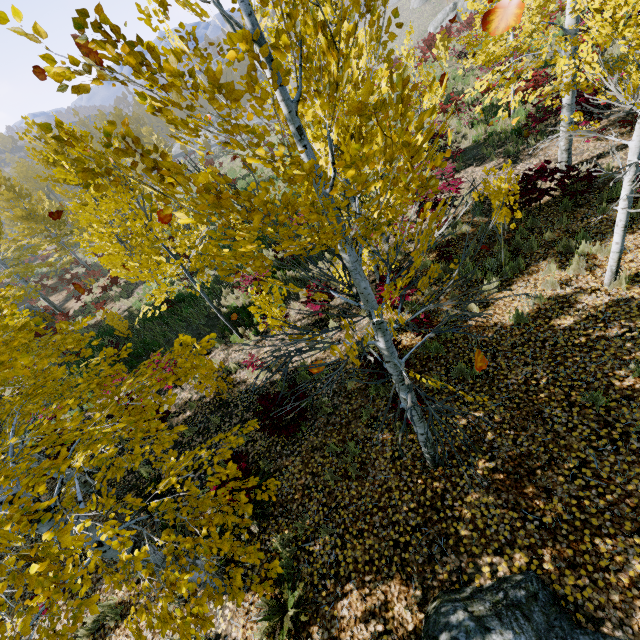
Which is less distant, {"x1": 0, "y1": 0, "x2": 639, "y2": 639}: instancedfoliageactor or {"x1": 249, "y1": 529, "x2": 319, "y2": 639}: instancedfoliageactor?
{"x1": 0, "y1": 0, "x2": 639, "y2": 639}: instancedfoliageactor

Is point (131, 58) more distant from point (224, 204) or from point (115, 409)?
point (115, 409)

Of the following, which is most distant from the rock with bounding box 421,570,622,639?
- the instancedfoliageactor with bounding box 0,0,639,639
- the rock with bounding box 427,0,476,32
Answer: the rock with bounding box 427,0,476,32

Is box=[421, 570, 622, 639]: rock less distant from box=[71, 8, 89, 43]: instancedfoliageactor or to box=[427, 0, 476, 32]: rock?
box=[71, 8, 89, 43]: instancedfoliageactor

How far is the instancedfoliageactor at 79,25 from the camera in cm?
130

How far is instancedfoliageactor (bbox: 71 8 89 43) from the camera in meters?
1.3

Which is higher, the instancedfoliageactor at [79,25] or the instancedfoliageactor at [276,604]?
the instancedfoliageactor at [79,25]
